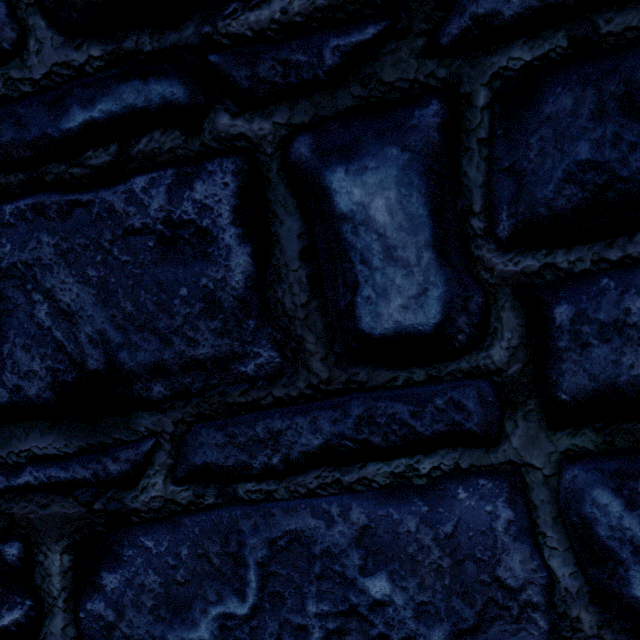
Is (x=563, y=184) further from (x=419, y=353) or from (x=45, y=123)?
(x=45, y=123)
